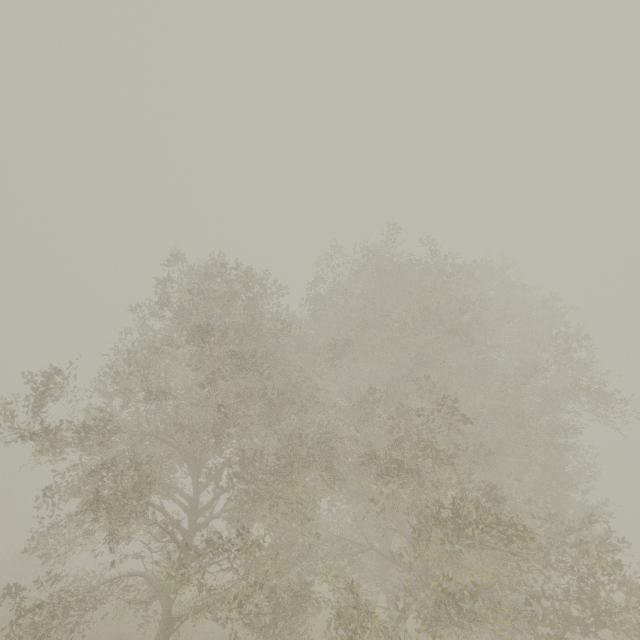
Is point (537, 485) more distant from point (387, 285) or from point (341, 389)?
point (387, 285)
